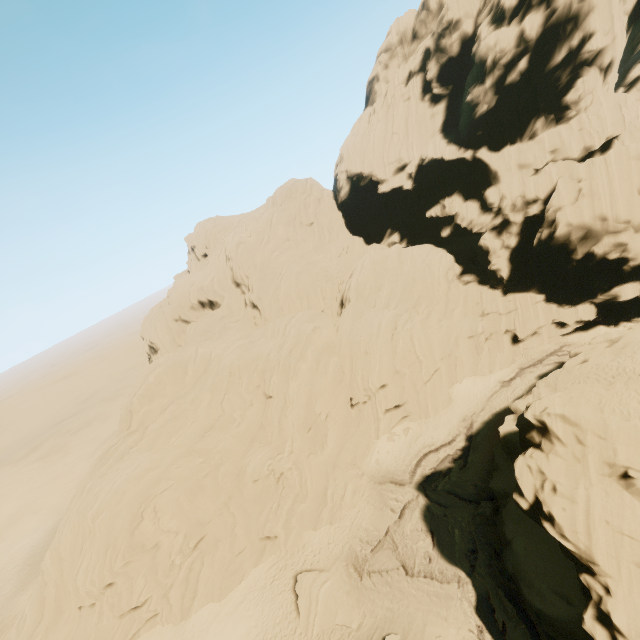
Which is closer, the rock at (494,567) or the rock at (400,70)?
the rock at (400,70)

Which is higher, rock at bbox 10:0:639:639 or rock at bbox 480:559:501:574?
rock at bbox 10:0:639:639

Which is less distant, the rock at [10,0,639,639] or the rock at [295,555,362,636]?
the rock at [10,0,639,639]

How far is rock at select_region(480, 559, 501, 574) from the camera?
19.55m

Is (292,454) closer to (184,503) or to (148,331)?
(184,503)

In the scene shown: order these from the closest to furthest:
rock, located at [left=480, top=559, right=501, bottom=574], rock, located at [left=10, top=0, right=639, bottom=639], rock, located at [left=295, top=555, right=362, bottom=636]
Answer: rock, located at [left=10, top=0, right=639, bottom=639], rock, located at [left=480, top=559, right=501, bottom=574], rock, located at [left=295, top=555, right=362, bottom=636]

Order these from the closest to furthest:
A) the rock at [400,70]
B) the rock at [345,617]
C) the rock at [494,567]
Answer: the rock at [400,70]
the rock at [494,567]
the rock at [345,617]
